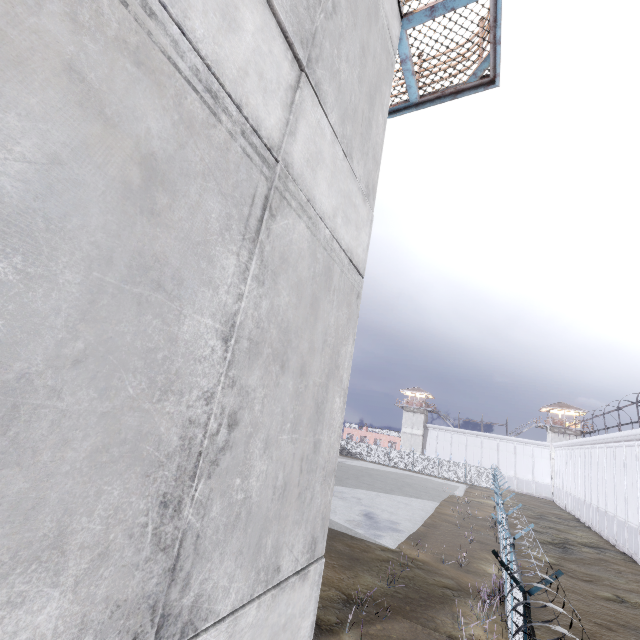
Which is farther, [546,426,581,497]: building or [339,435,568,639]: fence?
[546,426,581,497]: building

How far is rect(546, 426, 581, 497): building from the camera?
50.6m

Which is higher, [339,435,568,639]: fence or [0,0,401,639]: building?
[0,0,401,639]: building

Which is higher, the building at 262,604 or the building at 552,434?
the building at 552,434

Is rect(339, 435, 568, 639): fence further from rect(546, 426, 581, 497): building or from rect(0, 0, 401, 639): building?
rect(546, 426, 581, 497): building

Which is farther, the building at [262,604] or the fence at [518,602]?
the fence at [518,602]

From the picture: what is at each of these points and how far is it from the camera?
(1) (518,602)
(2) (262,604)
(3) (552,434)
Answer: (1) fence, 3.22m
(2) building, 2.28m
(3) building, 52.28m

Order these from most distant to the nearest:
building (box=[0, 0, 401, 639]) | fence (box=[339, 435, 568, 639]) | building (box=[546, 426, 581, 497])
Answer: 1. building (box=[546, 426, 581, 497])
2. fence (box=[339, 435, 568, 639])
3. building (box=[0, 0, 401, 639])
